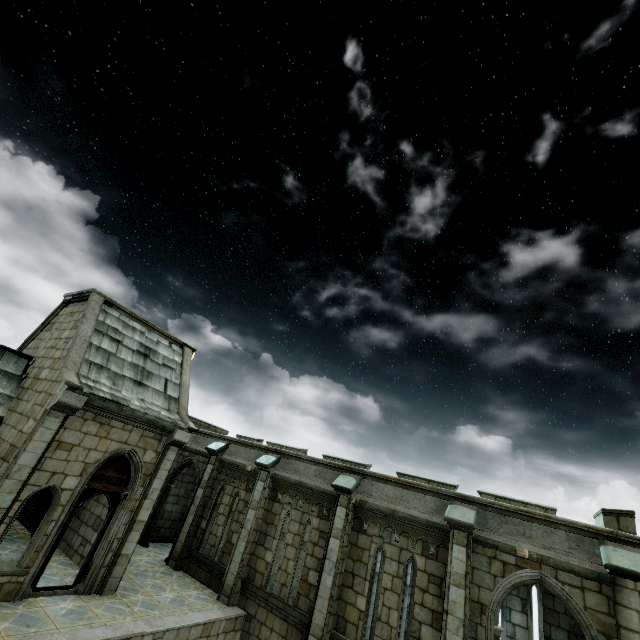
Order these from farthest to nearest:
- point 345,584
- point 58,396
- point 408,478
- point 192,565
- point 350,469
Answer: point 408,478 → point 192,565 → point 350,469 → point 345,584 → point 58,396
